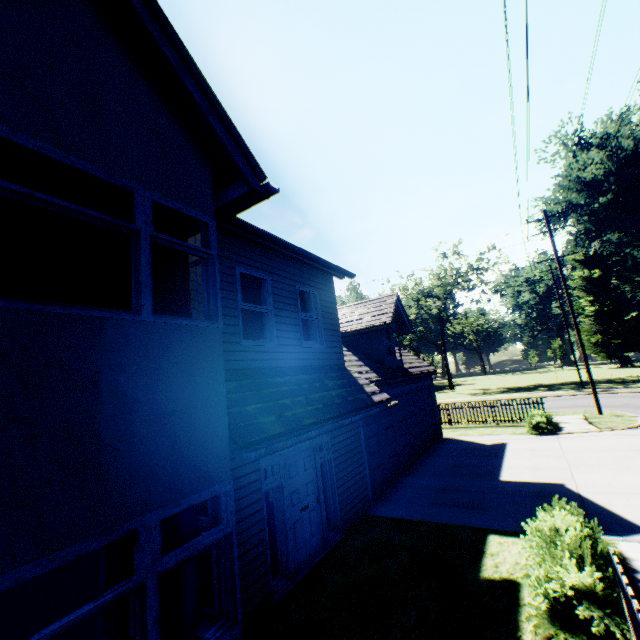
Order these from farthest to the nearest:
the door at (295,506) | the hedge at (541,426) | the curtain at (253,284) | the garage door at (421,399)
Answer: the hedge at (541,426) < the garage door at (421,399) < the curtain at (253,284) < the door at (295,506)

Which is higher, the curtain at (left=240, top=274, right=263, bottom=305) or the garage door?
the curtain at (left=240, top=274, right=263, bottom=305)

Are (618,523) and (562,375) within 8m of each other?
no

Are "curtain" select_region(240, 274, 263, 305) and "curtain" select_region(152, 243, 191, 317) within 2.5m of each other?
yes

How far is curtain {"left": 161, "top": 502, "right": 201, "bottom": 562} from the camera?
3.58m

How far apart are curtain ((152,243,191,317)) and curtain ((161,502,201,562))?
2.2 meters

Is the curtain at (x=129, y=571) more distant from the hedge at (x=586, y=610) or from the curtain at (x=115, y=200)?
the hedge at (x=586, y=610)

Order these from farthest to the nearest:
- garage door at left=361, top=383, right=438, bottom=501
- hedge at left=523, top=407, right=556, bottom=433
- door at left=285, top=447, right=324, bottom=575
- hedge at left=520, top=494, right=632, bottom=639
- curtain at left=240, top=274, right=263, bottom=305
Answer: hedge at left=523, top=407, right=556, bottom=433 < garage door at left=361, top=383, right=438, bottom=501 < curtain at left=240, top=274, right=263, bottom=305 < door at left=285, top=447, right=324, bottom=575 < hedge at left=520, top=494, right=632, bottom=639
